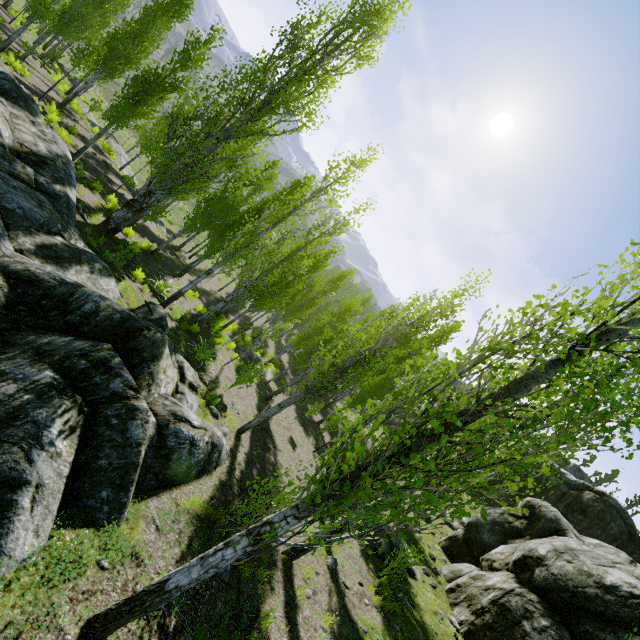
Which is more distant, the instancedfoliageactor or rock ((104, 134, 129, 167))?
rock ((104, 134, 129, 167))

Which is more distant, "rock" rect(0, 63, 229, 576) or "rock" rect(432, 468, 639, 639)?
"rock" rect(432, 468, 639, 639)

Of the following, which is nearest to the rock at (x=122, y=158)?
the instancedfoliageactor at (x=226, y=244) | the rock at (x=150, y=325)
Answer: the instancedfoliageactor at (x=226, y=244)

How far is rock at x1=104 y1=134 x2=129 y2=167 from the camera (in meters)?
28.00

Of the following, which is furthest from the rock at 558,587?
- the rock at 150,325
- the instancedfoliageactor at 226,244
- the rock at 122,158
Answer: the rock at 122,158

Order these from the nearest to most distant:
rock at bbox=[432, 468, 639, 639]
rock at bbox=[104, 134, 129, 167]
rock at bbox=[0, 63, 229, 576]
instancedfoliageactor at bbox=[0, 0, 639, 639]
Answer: instancedfoliageactor at bbox=[0, 0, 639, 639]
rock at bbox=[0, 63, 229, 576]
rock at bbox=[432, 468, 639, 639]
rock at bbox=[104, 134, 129, 167]

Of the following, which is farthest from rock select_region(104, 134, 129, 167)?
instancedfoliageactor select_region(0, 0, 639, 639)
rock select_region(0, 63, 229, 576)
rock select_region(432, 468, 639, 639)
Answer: rock select_region(432, 468, 639, 639)

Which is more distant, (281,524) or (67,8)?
(67,8)
